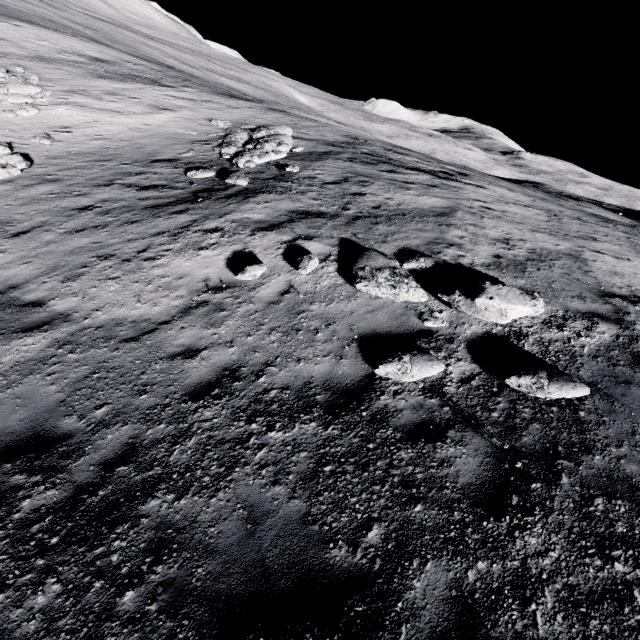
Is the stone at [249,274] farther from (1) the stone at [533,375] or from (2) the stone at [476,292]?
(1) the stone at [533,375]

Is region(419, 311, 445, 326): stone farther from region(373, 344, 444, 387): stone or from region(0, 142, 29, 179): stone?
region(0, 142, 29, 179): stone

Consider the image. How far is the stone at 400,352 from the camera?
5.16m

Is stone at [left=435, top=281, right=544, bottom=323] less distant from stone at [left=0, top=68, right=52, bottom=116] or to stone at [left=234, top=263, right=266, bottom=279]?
stone at [left=234, top=263, right=266, bottom=279]

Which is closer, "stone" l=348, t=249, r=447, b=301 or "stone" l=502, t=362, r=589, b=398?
"stone" l=502, t=362, r=589, b=398

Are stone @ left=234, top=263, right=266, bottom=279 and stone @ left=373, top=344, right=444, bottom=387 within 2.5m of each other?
no

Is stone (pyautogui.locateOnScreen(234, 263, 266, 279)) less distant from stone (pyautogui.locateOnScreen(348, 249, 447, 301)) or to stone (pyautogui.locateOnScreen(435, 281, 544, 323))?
stone (pyautogui.locateOnScreen(348, 249, 447, 301))

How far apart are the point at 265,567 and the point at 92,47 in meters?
40.1
